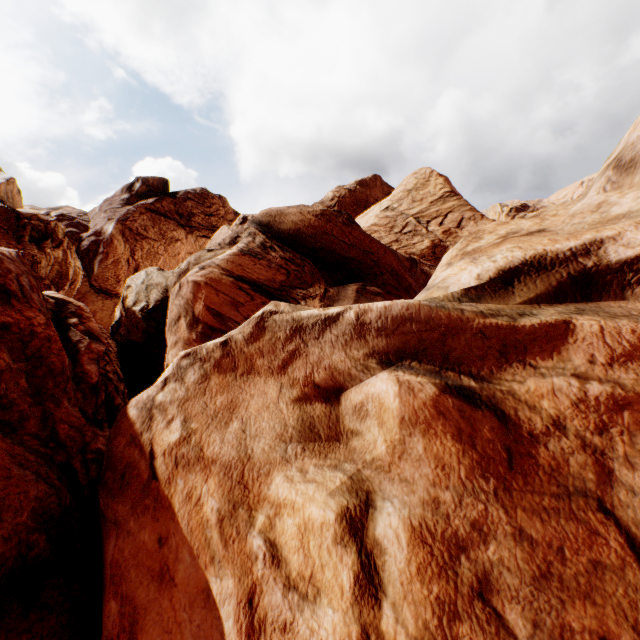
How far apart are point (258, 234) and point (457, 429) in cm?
1053
